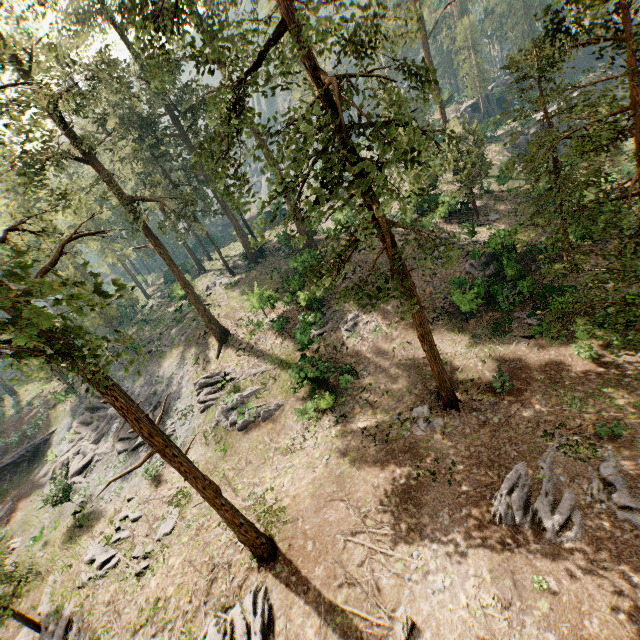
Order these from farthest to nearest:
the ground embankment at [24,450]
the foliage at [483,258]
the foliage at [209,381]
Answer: the ground embankment at [24,450]
the foliage at [483,258]
the foliage at [209,381]

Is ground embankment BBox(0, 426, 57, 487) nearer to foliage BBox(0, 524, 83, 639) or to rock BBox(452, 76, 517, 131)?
foliage BBox(0, 524, 83, 639)

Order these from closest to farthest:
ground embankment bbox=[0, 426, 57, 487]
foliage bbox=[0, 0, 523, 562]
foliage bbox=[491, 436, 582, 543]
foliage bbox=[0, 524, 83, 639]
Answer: foliage bbox=[0, 524, 83, 639], foliage bbox=[0, 0, 523, 562], foliage bbox=[491, 436, 582, 543], ground embankment bbox=[0, 426, 57, 487]

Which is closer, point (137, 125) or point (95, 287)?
point (95, 287)

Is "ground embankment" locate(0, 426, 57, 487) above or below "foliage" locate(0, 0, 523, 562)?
below

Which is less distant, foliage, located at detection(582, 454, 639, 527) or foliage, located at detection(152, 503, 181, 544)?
foliage, located at detection(582, 454, 639, 527)

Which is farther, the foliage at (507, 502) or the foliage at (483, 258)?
the foliage at (483, 258)
